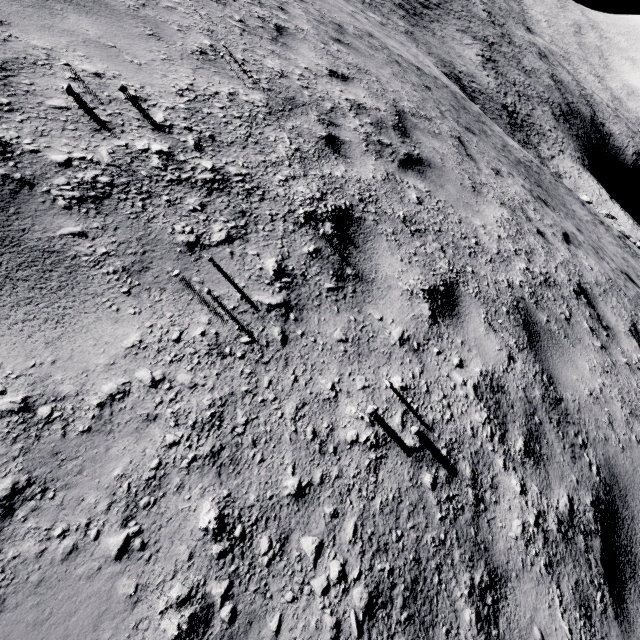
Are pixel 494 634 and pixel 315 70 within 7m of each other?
yes
